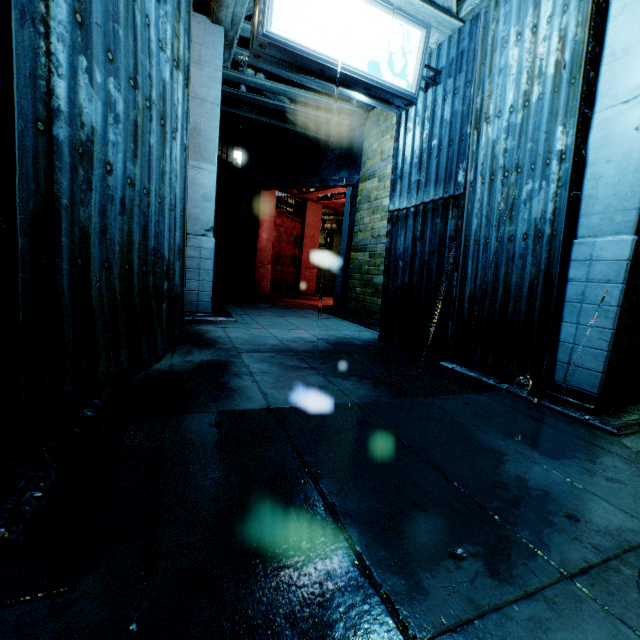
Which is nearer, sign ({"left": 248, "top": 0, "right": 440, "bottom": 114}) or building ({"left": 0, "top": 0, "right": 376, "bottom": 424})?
building ({"left": 0, "top": 0, "right": 376, "bottom": 424})

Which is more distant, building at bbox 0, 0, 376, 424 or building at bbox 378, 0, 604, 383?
building at bbox 378, 0, 604, 383

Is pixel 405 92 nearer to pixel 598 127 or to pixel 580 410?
pixel 598 127

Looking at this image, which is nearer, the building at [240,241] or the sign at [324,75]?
the building at [240,241]

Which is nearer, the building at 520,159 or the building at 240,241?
the building at 240,241
